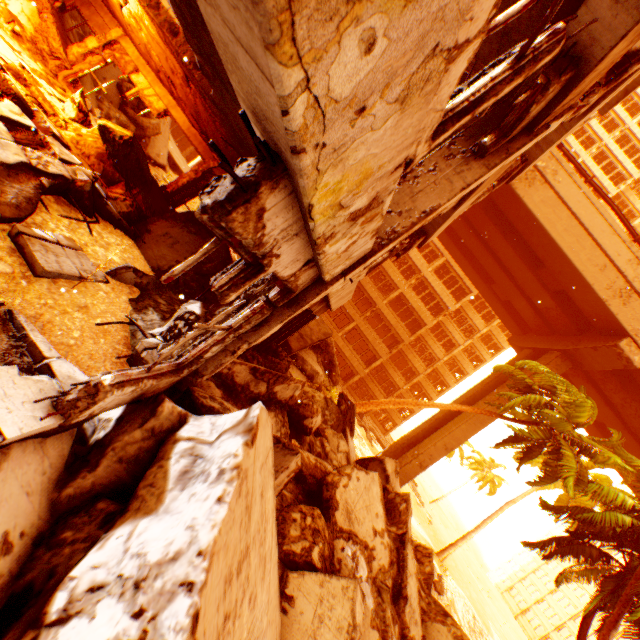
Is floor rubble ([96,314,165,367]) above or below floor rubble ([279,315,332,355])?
below

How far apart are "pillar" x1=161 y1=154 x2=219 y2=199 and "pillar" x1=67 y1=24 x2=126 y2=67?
4.6 meters

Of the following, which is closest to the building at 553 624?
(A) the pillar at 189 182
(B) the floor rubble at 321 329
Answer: (B) the floor rubble at 321 329

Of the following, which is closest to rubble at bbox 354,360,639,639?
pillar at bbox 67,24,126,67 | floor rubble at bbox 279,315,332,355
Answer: floor rubble at bbox 279,315,332,355

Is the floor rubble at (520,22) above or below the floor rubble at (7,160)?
above

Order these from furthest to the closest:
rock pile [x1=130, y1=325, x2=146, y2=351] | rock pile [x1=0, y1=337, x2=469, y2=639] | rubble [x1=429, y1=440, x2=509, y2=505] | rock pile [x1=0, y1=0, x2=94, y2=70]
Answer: rubble [x1=429, y1=440, x2=509, y2=505], rock pile [x1=0, y1=0, x2=94, y2=70], rock pile [x1=130, y1=325, x2=146, y2=351], rock pile [x1=0, y1=337, x2=469, y2=639]

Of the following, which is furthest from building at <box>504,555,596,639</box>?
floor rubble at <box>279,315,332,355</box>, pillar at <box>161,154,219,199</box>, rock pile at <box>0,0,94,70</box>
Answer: rock pile at <box>0,0,94,70</box>

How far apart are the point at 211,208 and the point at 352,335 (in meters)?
48.92
